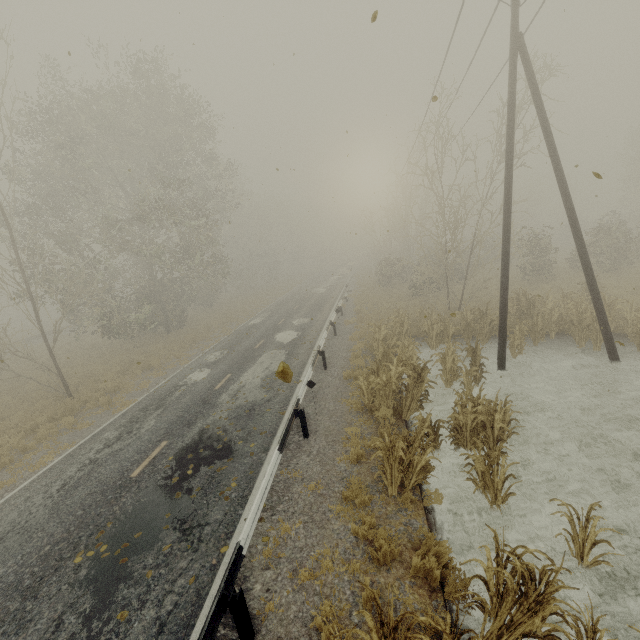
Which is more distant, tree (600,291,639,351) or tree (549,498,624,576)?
tree (600,291,639,351)

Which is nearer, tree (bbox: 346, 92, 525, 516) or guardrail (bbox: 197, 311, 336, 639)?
guardrail (bbox: 197, 311, 336, 639)

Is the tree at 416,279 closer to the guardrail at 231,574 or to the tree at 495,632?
the guardrail at 231,574

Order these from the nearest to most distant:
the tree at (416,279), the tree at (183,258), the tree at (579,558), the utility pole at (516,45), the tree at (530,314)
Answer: the tree at (579,558) → the tree at (416,279) → the utility pole at (516,45) → the tree at (530,314) → the tree at (183,258)

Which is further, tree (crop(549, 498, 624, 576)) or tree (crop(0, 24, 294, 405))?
tree (crop(0, 24, 294, 405))

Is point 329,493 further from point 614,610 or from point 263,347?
point 263,347

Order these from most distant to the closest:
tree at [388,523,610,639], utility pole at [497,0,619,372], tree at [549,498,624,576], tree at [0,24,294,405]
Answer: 1. tree at [0,24,294,405]
2. utility pole at [497,0,619,372]
3. tree at [549,498,624,576]
4. tree at [388,523,610,639]

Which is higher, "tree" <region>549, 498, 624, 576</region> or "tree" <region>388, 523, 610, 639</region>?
"tree" <region>388, 523, 610, 639</region>
